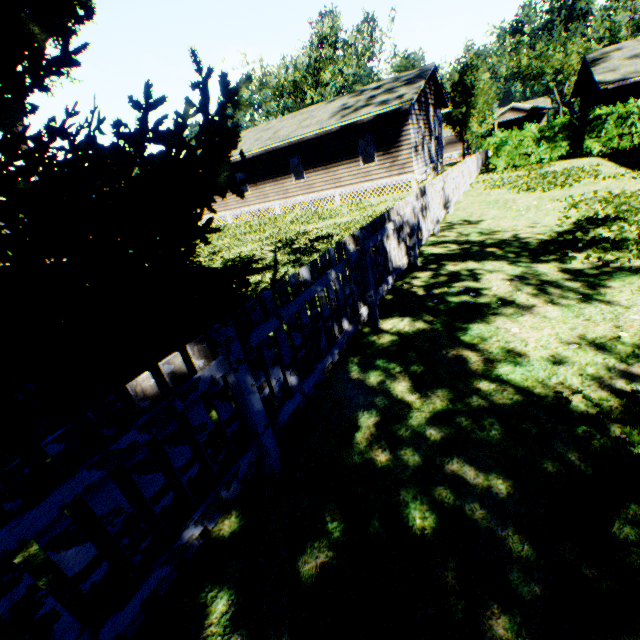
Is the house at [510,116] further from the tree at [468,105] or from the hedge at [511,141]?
the hedge at [511,141]

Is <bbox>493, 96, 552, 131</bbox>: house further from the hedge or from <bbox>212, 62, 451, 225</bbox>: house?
the hedge

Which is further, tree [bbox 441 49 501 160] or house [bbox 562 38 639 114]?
tree [bbox 441 49 501 160]

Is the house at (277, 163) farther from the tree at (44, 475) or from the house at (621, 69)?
the house at (621, 69)

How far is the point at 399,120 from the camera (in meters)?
17.50

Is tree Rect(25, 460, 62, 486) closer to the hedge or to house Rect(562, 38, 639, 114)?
the hedge

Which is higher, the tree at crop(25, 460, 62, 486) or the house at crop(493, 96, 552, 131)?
the house at crop(493, 96, 552, 131)

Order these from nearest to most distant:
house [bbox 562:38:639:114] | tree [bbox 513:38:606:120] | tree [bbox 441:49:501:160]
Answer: house [bbox 562:38:639:114] < tree [bbox 441:49:501:160] < tree [bbox 513:38:606:120]
